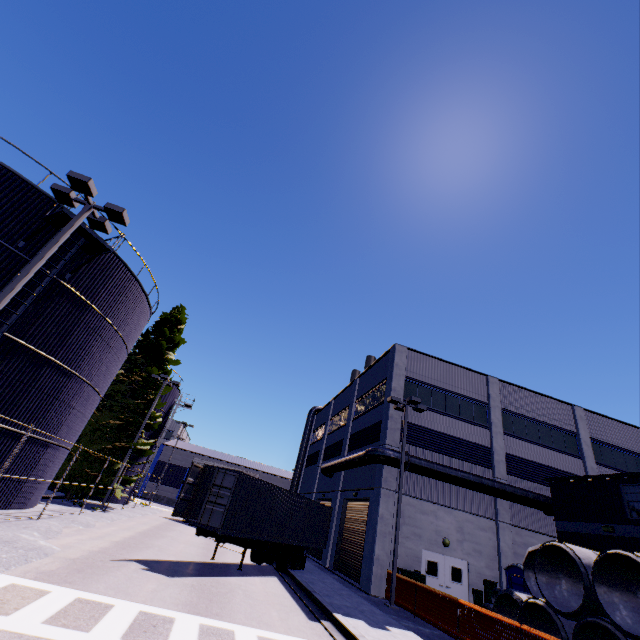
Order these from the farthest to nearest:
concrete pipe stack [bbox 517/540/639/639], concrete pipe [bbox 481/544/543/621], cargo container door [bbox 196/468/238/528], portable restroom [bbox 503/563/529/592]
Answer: portable restroom [bbox 503/563/529/592]
cargo container door [bbox 196/468/238/528]
concrete pipe [bbox 481/544/543/621]
concrete pipe stack [bbox 517/540/639/639]

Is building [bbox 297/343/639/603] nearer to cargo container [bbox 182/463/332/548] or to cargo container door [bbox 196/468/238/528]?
cargo container [bbox 182/463/332/548]

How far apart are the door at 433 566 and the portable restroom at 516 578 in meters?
3.0 m

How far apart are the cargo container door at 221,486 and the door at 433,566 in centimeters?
1193cm

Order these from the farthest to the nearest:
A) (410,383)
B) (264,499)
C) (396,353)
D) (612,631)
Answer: (396,353) < (410,383) < (264,499) < (612,631)

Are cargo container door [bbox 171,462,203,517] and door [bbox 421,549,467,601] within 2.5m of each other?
no

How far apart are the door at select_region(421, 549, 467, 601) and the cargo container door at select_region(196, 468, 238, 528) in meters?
11.9

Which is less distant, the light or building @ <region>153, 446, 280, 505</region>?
the light
